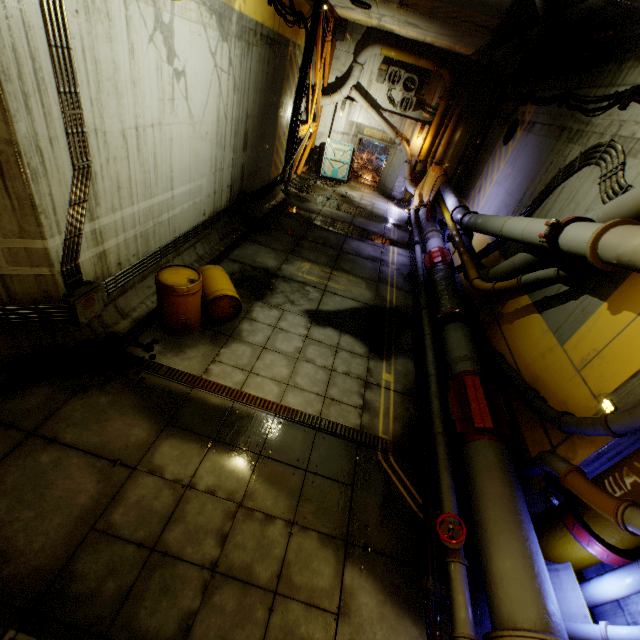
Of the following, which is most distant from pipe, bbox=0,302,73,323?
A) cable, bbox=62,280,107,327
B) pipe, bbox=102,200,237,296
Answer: pipe, bbox=102,200,237,296

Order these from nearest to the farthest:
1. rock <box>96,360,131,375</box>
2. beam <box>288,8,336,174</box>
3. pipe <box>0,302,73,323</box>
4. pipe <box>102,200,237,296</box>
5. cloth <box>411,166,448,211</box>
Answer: pipe <box>0,302,73,323</box> → rock <box>96,360,131,375</box> → pipe <box>102,200,237,296</box> → beam <box>288,8,336,174</box> → cloth <box>411,166,448,211</box>

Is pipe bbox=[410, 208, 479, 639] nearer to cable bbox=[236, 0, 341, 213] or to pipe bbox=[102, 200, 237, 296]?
cable bbox=[236, 0, 341, 213]

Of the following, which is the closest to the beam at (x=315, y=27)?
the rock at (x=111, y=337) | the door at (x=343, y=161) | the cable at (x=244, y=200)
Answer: the cable at (x=244, y=200)

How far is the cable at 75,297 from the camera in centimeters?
498cm

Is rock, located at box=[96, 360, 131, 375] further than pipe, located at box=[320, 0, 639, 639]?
Yes

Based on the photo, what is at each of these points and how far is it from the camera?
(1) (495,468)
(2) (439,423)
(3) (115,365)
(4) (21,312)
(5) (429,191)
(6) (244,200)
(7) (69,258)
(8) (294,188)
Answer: (1) pipe, 4.82m
(2) pipe, 5.86m
(3) rock, 5.43m
(4) pipe, 4.77m
(5) cloth, 16.09m
(6) cable, 10.47m
(7) pipe, 4.80m
(8) rock, 15.67m

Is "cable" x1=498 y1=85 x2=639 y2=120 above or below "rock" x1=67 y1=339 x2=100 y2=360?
above
